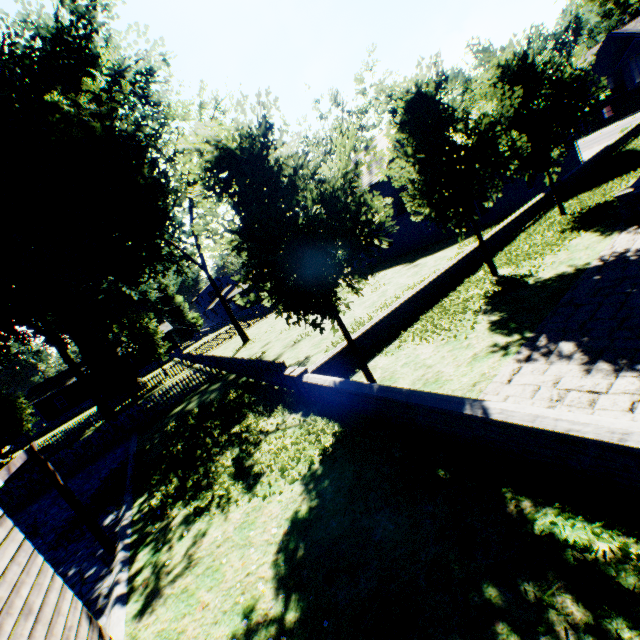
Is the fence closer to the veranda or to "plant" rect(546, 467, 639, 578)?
"plant" rect(546, 467, 639, 578)

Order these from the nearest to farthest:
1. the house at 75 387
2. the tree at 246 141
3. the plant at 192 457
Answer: the tree at 246 141 → the plant at 192 457 → the house at 75 387

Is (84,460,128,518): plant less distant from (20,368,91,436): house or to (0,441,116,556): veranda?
(20,368,91,436): house

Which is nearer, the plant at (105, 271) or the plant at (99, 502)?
the plant at (99, 502)

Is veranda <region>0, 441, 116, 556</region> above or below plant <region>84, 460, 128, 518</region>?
above

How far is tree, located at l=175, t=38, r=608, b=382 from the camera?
7.1m

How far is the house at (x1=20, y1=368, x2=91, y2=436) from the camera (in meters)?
45.59

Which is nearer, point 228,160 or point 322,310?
point 228,160
